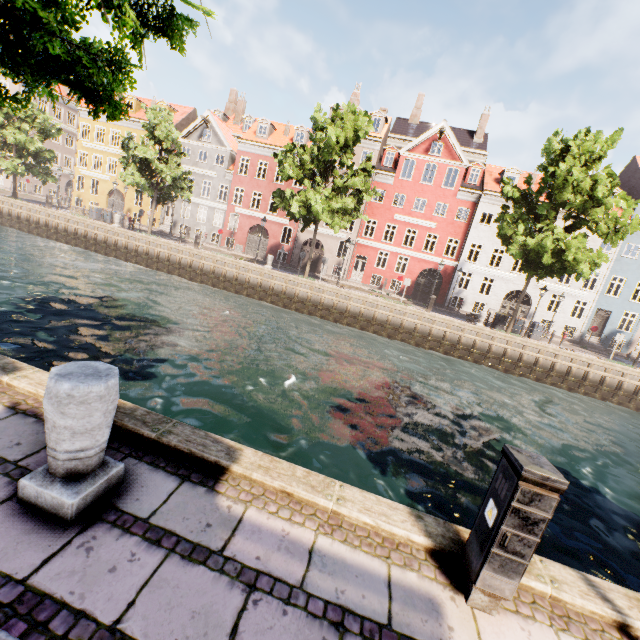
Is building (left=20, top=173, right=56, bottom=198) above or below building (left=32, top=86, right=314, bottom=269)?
below

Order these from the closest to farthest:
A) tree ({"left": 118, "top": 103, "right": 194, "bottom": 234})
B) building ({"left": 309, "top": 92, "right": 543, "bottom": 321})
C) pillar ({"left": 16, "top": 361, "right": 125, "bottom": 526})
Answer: pillar ({"left": 16, "top": 361, "right": 125, "bottom": 526}) → tree ({"left": 118, "top": 103, "right": 194, "bottom": 234}) → building ({"left": 309, "top": 92, "right": 543, "bottom": 321})

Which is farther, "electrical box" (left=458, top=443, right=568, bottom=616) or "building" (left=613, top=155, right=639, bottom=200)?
"building" (left=613, top=155, right=639, bottom=200)

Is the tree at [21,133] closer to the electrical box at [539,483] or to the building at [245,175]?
the building at [245,175]

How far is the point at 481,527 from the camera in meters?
2.6 m

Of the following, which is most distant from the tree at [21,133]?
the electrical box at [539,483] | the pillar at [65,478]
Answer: the electrical box at [539,483]

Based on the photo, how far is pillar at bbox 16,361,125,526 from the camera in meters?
2.3 m

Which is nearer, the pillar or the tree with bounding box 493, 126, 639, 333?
the pillar
